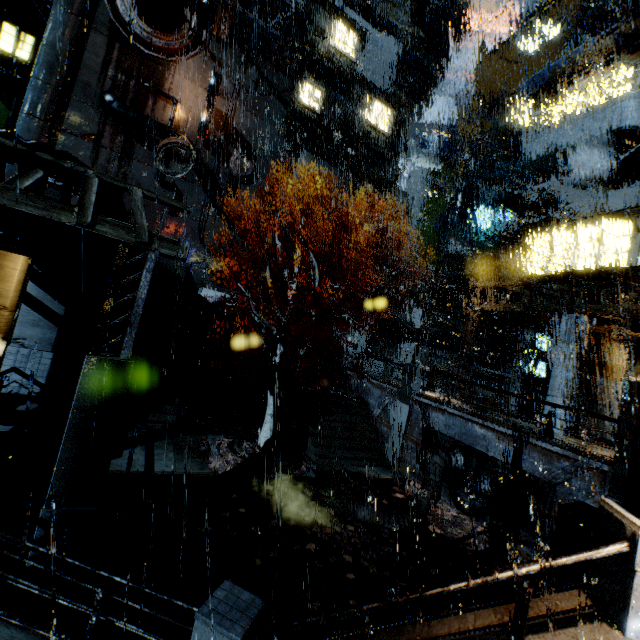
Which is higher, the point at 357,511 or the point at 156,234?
the point at 156,234

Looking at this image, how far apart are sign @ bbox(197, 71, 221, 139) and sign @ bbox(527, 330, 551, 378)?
33.0 meters

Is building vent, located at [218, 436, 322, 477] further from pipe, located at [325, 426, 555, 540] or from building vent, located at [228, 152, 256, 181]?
building vent, located at [228, 152, 256, 181]

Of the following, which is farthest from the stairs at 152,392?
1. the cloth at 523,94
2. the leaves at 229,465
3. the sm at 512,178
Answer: the cloth at 523,94

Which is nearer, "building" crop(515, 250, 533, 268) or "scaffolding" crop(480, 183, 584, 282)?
"scaffolding" crop(480, 183, 584, 282)

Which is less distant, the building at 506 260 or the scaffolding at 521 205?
the scaffolding at 521 205

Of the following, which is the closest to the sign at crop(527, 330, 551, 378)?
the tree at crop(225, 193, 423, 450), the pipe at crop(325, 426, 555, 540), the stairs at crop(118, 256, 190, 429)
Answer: the pipe at crop(325, 426, 555, 540)

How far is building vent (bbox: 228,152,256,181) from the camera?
33.8 meters
